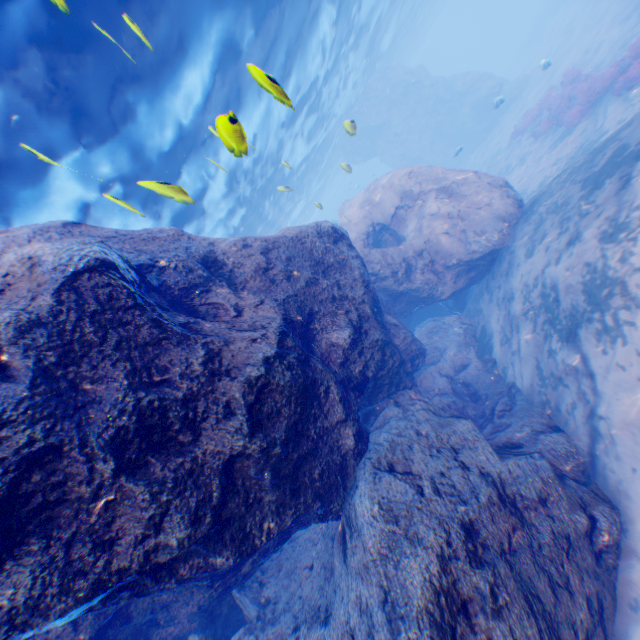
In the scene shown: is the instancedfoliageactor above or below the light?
below

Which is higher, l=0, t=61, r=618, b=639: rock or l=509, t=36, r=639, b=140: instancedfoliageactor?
l=0, t=61, r=618, b=639: rock

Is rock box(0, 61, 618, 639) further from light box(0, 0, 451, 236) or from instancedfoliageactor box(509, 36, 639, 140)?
instancedfoliageactor box(509, 36, 639, 140)

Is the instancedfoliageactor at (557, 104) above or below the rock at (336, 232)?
below

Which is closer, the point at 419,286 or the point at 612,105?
the point at 419,286

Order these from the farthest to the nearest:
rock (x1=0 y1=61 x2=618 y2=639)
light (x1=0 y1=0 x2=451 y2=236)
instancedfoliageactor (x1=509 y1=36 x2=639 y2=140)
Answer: instancedfoliageactor (x1=509 y1=36 x2=639 y2=140) → light (x1=0 y1=0 x2=451 y2=236) → rock (x1=0 y1=61 x2=618 y2=639)

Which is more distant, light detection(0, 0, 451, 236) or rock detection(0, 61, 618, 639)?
light detection(0, 0, 451, 236)

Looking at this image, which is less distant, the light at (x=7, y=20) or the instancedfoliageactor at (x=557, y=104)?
the light at (x=7, y=20)
